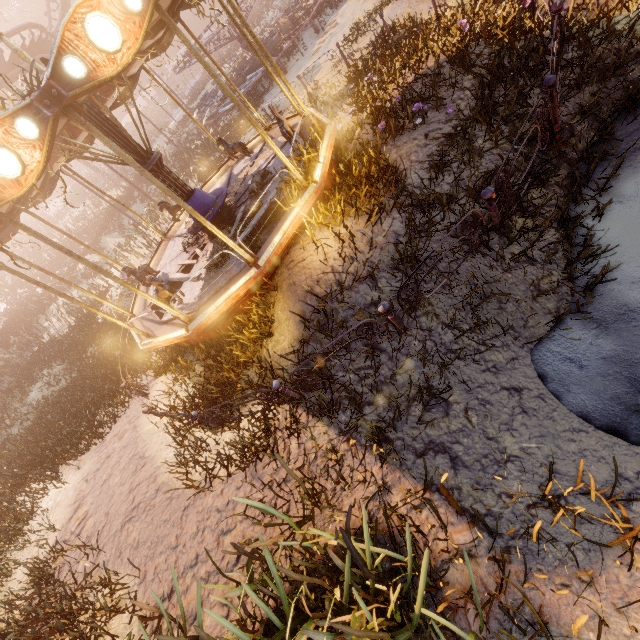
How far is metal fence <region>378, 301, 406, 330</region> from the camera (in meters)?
4.24

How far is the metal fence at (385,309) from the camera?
4.2 meters

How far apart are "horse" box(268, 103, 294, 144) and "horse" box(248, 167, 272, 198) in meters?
0.7

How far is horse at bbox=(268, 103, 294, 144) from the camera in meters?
7.8

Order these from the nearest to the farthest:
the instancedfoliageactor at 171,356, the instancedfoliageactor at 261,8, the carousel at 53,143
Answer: the carousel at 53,143, the instancedfoliageactor at 171,356, the instancedfoliageactor at 261,8

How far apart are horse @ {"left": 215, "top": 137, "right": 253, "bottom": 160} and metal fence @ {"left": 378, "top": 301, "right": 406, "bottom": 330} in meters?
8.3 m

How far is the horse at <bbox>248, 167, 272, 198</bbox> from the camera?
7.9 meters

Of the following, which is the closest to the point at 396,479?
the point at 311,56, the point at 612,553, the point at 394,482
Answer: the point at 394,482
